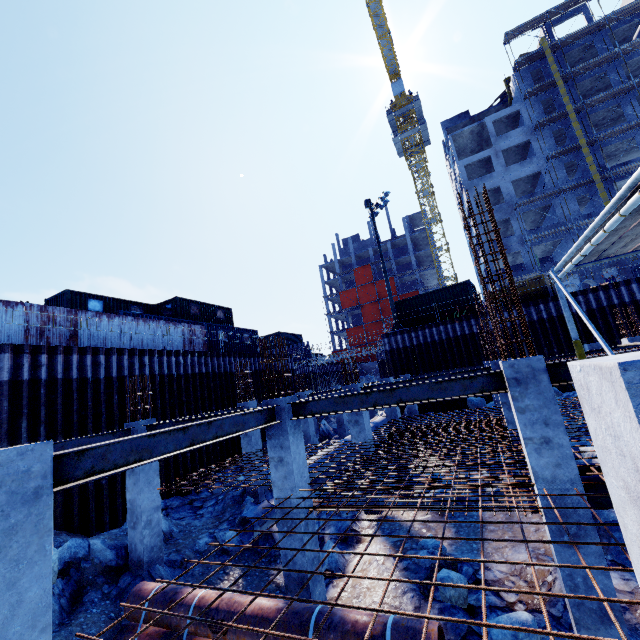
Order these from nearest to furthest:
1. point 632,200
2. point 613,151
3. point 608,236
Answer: point 632,200 → point 608,236 → point 613,151

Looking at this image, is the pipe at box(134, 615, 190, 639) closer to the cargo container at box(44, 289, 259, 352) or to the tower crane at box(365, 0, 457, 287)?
the cargo container at box(44, 289, 259, 352)

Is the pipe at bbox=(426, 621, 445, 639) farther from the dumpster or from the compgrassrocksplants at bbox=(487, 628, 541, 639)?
the dumpster

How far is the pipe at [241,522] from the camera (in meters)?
9.24

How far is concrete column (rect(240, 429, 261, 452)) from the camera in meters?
13.4

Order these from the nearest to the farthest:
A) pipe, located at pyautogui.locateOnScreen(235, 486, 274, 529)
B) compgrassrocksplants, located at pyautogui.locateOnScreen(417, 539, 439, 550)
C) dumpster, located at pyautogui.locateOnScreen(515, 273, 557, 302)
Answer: compgrassrocksplants, located at pyautogui.locateOnScreen(417, 539, 439, 550)
pipe, located at pyautogui.locateOnScreen(235, 486, 274, 529)
dumpster, located at pyautogui.locateOnScreen(515, 273, 557, 302)

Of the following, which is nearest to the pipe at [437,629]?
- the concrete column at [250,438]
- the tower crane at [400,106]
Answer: the concrete column at [250,438]

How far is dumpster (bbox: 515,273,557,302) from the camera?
20.78m
